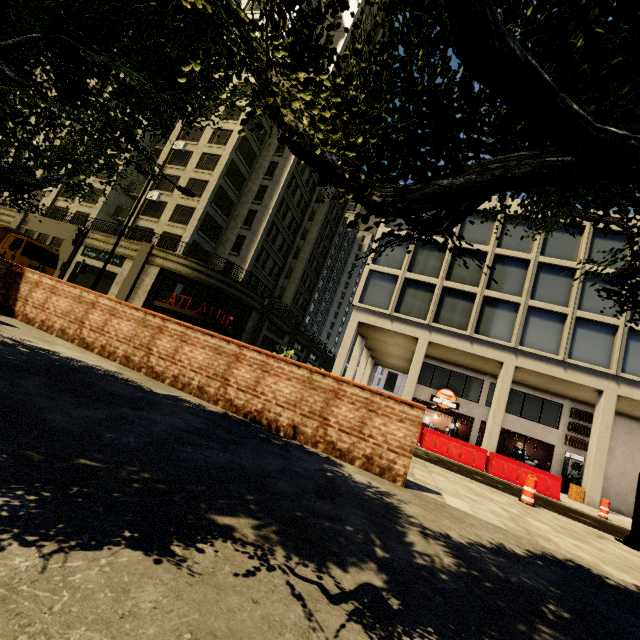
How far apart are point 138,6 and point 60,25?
1.12m

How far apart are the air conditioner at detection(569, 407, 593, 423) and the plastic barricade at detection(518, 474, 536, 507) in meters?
16.9

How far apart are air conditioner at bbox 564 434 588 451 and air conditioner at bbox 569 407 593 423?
1.1m

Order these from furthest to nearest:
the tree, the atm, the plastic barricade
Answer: the atm, the plastic barricade, the tree

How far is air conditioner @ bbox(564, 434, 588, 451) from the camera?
20.4 meters

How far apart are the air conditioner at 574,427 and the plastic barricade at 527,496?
16.74m

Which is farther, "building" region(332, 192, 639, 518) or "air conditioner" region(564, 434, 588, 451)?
"air conditioner" region(564, 434, 588, 451)

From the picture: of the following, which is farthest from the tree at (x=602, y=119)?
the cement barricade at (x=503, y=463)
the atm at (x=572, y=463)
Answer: the atm at (x=572, y=463)
